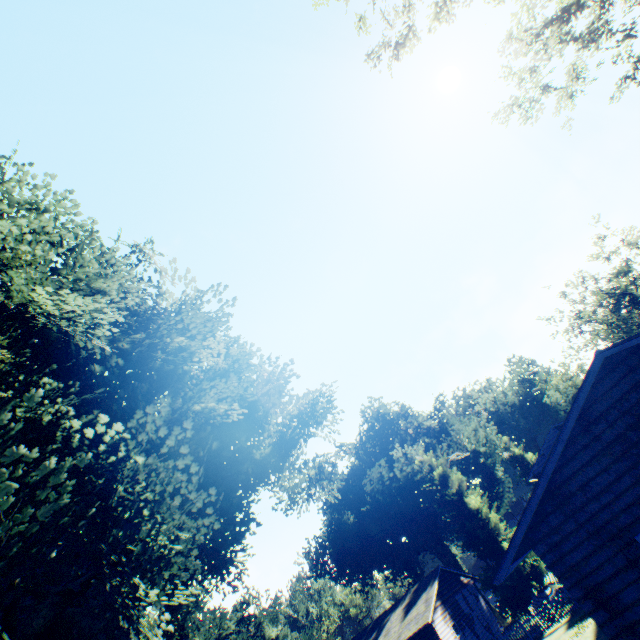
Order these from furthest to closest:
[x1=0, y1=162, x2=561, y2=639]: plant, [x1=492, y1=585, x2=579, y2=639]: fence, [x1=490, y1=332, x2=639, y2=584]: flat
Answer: [x1=492, y1=585, x2=579, y2=639]: fence → [x1=0, y1=162, x2=561, y2=639]: plant → [x1=490, y1=332, x2=639, y2=584]: flat

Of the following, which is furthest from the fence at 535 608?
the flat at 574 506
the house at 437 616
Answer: the flat at 574 506

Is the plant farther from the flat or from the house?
the flat

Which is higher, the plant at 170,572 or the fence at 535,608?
the plant at 170,572

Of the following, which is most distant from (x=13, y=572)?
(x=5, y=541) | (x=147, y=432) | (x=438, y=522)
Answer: (x=438, y=522)

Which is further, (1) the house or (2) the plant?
(1) the house

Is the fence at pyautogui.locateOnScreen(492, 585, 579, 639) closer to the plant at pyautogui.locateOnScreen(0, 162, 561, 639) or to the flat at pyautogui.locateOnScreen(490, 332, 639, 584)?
the plant at pyautogui.locateOnScreen(0, 162, 561, 639)
